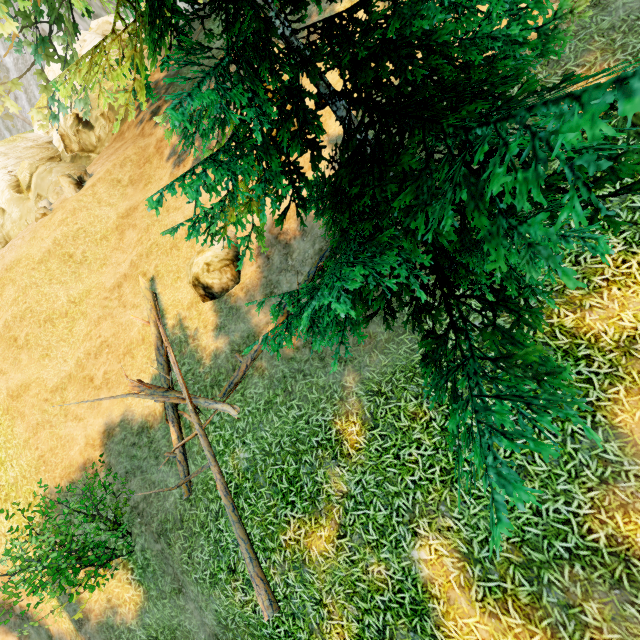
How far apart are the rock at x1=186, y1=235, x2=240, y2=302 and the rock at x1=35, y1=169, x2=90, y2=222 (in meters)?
8.51

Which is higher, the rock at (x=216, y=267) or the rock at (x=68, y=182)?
the rock at (x=68, y=182)

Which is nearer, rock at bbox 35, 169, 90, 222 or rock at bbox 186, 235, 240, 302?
rock at bbox 186, 235, 240, 302

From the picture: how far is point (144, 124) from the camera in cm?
1498

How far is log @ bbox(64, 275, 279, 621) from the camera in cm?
601

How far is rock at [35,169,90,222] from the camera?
13.48m

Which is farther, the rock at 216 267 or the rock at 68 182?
the rock at 68 182

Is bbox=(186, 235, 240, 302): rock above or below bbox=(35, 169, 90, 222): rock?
below
